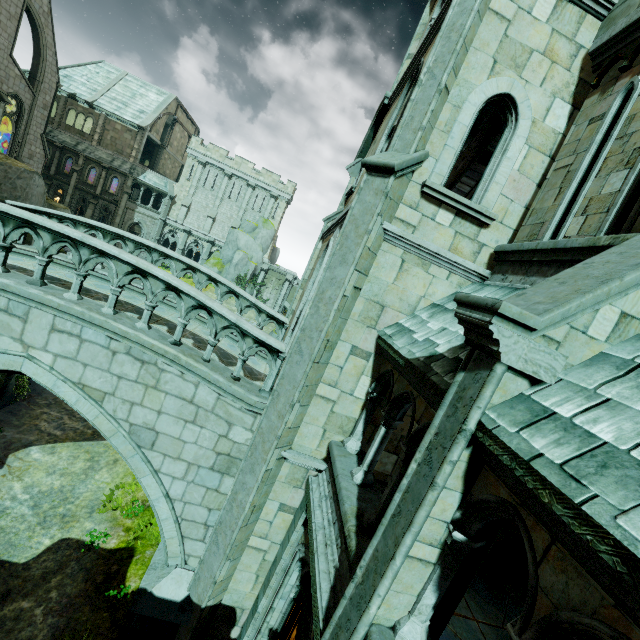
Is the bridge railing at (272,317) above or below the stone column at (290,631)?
above

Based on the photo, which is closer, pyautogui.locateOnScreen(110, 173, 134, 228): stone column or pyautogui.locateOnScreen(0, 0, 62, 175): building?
pyautogui.locateOnScreen(0, 0, 62, 175): building

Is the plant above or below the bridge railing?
below

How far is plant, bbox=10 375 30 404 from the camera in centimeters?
1198cm

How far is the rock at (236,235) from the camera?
40.3 meters

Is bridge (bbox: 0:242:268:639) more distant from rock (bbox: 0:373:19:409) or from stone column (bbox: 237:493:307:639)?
stone column (bbox: 237:493:307:639)

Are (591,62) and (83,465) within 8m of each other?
no

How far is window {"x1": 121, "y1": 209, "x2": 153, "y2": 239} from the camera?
38.1m
